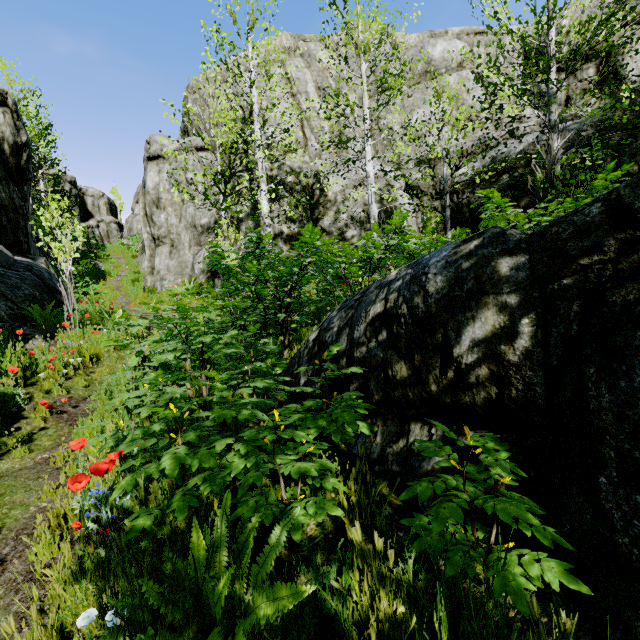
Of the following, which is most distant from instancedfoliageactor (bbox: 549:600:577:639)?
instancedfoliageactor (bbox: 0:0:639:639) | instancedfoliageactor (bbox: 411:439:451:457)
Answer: instancedfoliageactor (bbox: 0:0:639:639)

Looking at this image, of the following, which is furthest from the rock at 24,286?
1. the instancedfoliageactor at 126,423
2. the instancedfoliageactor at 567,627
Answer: the instancedfoliageactor at 126,423

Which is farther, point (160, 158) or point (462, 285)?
point (160, 158)

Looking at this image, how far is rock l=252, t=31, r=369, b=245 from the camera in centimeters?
1374cm

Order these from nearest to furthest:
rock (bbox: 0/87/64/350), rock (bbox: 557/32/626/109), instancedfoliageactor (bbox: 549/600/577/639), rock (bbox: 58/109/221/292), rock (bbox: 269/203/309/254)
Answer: instancedfoliageactor (bbox: 549/600/577/639)
rock (bbox: 0/87/64/350)
rock (bbox: 269/203/309/254)
rock (bbox: 58/109/221/292)
rock (bbox: 557/32/626/109)

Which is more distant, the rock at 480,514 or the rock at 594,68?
the rock at 594,68

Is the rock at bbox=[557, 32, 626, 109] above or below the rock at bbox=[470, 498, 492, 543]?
above
